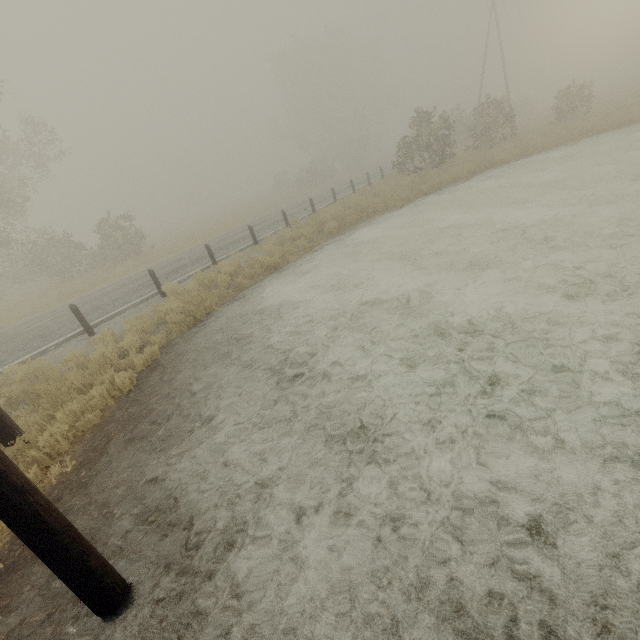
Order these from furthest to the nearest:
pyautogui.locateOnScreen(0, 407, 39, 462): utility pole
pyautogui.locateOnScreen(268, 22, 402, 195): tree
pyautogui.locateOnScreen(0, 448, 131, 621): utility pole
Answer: pyautogui.locateOnScreen(268, 22, 402, 195): tree, pyautogui.locateOnScreen(0, 407, 39, 462): utility pole, pyautogui.locateOnScreen(0, 448, 131, 621): utility pole

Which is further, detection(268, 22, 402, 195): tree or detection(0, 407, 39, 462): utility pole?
detection(268, 22, 402, 195): tree

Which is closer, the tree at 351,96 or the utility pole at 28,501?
the utility pole at 28,501

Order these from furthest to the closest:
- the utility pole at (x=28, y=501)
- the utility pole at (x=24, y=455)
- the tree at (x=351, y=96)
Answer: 1. the tree at (x=351, y=96)
2. the utility pole at (x=24, y=455)
3. the utility pole at (x=28, y=501)

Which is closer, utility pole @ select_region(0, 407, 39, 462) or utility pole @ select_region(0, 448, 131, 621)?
utility pole @ select_region(0, 448, 131, 621)

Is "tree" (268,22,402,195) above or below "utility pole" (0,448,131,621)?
above

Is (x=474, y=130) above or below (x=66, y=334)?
above
